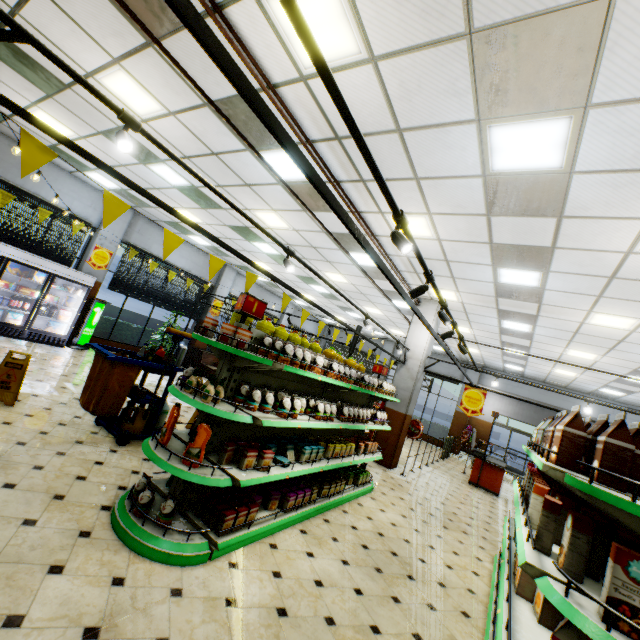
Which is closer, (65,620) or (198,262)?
(65,620)

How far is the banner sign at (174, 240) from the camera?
2.97m

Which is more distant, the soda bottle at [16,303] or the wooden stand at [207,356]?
the wooden stand at [207,356]

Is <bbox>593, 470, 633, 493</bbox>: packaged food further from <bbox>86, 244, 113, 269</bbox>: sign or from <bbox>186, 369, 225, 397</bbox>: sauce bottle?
<bbox>86, 244, 113, 269</bbox>: sign

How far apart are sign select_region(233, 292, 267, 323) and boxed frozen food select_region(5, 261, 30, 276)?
8.5m

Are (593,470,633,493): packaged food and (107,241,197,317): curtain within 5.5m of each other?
no

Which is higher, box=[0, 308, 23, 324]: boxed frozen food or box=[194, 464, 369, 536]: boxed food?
box=[0, 308, 23, 324]: boxed frozen food

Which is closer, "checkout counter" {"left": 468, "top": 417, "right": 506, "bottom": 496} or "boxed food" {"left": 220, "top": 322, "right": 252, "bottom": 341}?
"boxed food" {"left": 220, "top": 322, "right": 252, "bottom": 341}
